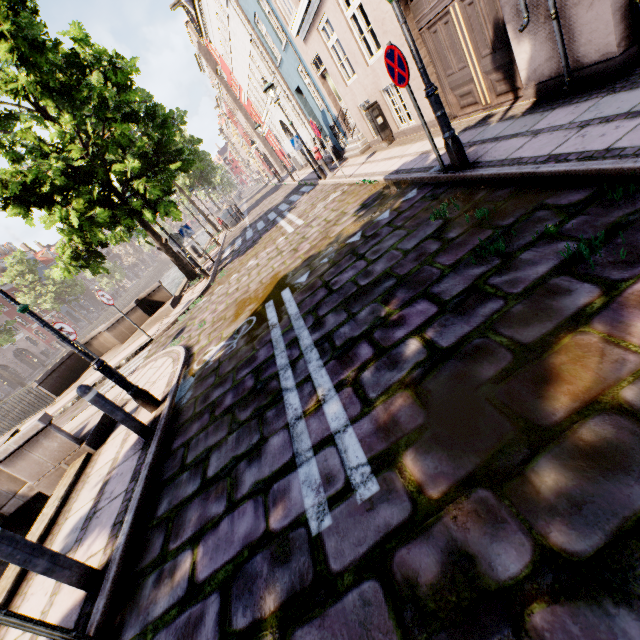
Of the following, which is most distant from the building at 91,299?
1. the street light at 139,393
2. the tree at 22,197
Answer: the street light at 139,393

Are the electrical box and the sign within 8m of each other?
yes

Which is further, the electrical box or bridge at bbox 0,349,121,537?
the electrical box

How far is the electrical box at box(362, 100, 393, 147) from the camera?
9.6 meters

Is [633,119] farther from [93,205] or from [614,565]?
[93,205]

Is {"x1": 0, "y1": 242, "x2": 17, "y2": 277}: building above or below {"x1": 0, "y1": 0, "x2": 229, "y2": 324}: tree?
above

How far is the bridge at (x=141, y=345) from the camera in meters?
9.9 m

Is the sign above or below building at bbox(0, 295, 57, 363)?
below
